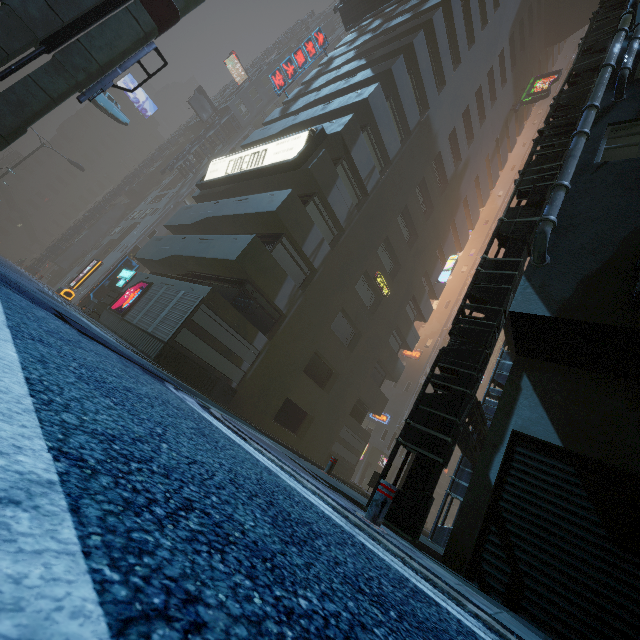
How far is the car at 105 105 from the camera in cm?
2312

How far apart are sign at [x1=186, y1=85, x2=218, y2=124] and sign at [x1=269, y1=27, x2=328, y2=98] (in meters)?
19.69

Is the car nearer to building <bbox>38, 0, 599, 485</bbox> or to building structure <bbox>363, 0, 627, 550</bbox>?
building <bbox>38, 0, 599, 485</bbox>

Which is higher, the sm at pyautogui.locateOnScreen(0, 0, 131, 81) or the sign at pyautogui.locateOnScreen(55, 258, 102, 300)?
the sm at pyautogui.locateOnScreen(0, 0, 131, 81)

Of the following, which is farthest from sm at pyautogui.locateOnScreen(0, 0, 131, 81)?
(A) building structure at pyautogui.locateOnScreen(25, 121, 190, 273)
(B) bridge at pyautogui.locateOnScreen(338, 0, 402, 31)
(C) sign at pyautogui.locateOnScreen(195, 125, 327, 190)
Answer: (A) building structure at pyautogui.locateOnScreen(25, 121, 190, 273)

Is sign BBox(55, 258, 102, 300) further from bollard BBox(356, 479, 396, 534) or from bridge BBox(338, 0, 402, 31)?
bridge BBox(338, 0, 402, 31)

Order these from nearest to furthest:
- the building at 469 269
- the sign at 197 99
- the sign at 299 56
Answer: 1. the building at 469 269
2. the sign at 299 56
3. the sign at 197 99

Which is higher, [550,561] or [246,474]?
[550,561]
